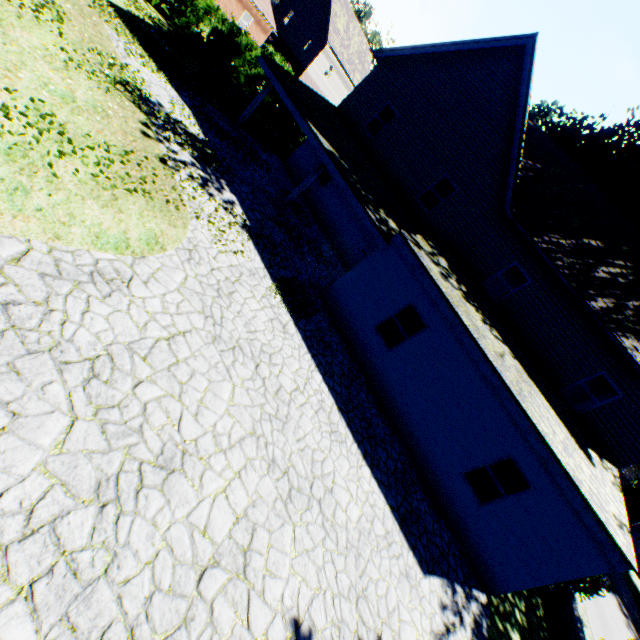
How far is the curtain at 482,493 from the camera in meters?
9.1

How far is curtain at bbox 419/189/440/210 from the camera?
14.89m

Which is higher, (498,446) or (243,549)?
(498,446)

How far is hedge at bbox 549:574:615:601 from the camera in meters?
11.3 m

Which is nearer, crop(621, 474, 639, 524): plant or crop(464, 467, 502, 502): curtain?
crop(464, 467, 502, 502): curtain

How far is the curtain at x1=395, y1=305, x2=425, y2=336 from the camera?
10.2m

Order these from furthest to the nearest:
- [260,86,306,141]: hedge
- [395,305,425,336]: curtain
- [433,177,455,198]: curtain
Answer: [260,86,306,141]: hedge
[433,177,455,198]: curtain
[395,305,425,336]: curtain

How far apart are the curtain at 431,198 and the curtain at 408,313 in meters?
6.8 m
